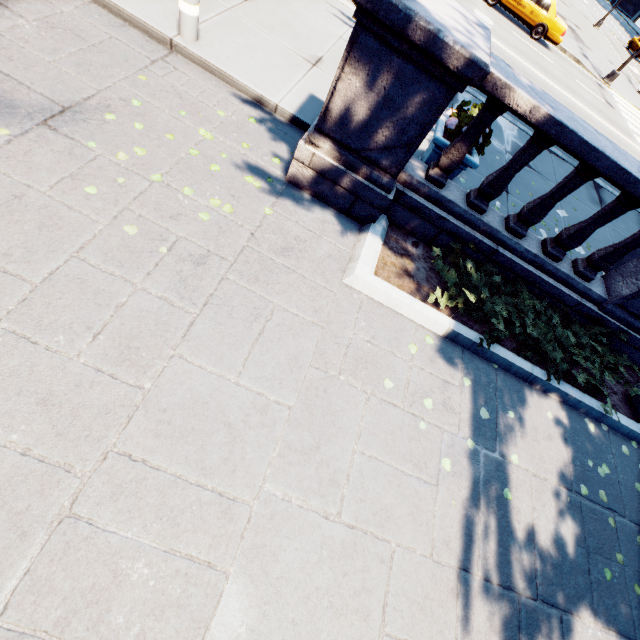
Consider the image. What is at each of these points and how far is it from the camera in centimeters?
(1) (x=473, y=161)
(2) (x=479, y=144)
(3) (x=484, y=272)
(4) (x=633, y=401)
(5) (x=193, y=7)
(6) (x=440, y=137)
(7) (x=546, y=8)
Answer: (1) planter, 492cm
(2) plant, 505cm
(3) bush, 489cm
(4) tree, 514cm
(5) pillar, 461cm
(6) planter, 483cm
(7) vehicle, 1598cm

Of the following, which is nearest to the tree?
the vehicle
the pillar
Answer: the pillar

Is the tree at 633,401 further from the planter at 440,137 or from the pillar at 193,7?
the pillar at 193,7

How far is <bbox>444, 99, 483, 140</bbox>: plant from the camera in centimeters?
477cm

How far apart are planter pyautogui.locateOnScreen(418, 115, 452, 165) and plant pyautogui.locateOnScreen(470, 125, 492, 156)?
0.01m

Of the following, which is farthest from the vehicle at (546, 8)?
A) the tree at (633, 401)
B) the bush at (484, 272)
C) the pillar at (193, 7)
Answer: the bush at (484, 272)

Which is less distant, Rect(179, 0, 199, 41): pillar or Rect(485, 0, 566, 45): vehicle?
Rect(179, 0, 199, 41): pillar
